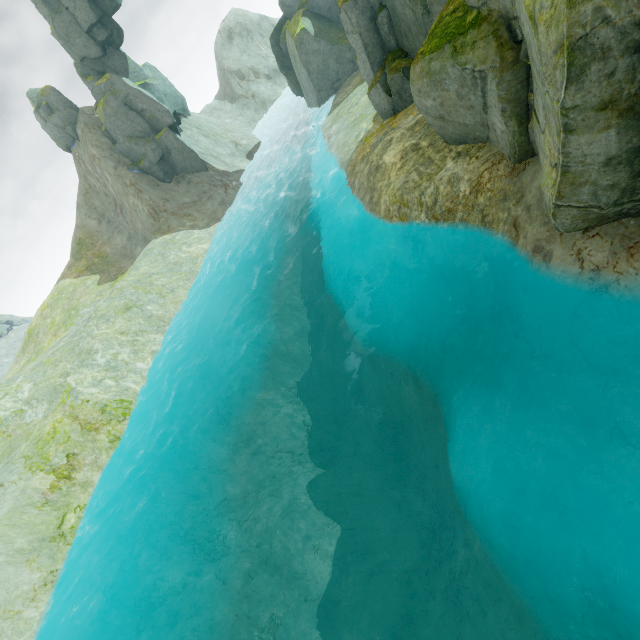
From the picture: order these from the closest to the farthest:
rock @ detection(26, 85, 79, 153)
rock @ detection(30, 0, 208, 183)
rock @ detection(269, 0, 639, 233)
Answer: rock @ detection(269, 0, 639, 233)
rock @ detection(30, 0, 208, 183)
rock @ detection(26, 85, 79, 153)

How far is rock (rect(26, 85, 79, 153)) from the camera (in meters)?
33.06

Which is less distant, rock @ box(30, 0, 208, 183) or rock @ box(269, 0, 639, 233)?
rock @ box(269, 0, 639, 233)

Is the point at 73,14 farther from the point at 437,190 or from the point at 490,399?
the point at 490,399

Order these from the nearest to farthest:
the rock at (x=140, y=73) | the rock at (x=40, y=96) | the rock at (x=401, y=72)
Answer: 1. the rock at (x=401, y=72)
2. the rock at (x=140, y=73)
3. the rock at (x=40, y=96)

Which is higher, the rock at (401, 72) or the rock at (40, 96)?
the rock at (40, 96)
